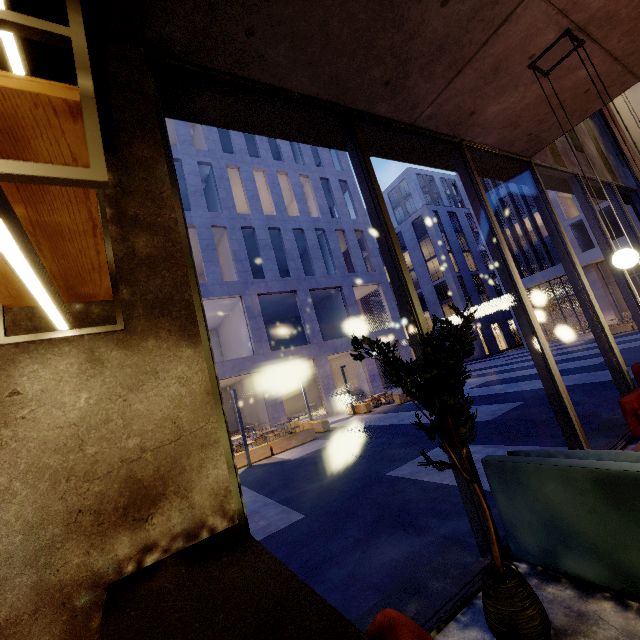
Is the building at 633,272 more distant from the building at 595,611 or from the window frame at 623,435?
the window frame at 623,435

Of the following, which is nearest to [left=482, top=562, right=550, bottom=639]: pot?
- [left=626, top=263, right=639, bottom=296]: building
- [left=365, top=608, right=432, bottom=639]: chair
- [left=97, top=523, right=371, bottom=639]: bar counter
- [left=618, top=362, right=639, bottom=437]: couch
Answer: [left=365, top=608, right=432, bottom=639]: chair

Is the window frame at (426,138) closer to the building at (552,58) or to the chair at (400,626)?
the building at (552,58)

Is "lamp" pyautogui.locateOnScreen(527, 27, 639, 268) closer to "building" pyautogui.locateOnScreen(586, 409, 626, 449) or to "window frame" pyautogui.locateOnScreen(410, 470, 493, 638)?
"building" pyautogui.locateOnScreen(586, 409, 626, 449)

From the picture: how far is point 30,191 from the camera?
0.9m

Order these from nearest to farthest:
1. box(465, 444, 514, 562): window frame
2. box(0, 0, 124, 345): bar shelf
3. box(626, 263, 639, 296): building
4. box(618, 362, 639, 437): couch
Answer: box(0, 0, 124, 345): bar shelf < box(465, 444, 514, 562): window frame < box(618, 362, 639, 437): couch < box(626, 263, 639, 296): building

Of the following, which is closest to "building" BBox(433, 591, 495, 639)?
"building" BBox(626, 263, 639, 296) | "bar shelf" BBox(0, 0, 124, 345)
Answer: "bar shelf" BBox(0, 0, 124, 345)

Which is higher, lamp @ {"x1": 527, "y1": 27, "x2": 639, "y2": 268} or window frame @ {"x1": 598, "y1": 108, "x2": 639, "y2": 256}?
window frame @ {"x1": 598, "y1": 108, "x2": 639, "y2": 256}
